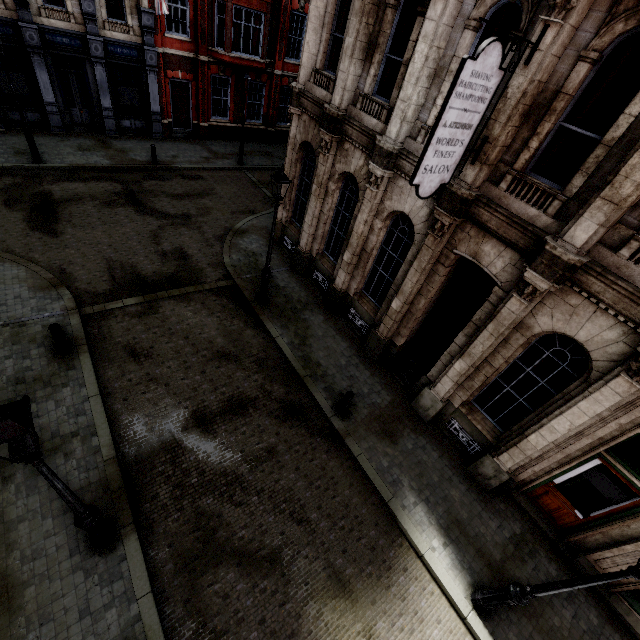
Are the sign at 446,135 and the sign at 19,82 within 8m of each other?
no

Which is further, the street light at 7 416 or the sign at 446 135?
the sign at 446 135

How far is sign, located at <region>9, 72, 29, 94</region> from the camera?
15.4m

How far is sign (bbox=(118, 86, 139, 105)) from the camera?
17.95m

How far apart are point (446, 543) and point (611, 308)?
6.1 meters

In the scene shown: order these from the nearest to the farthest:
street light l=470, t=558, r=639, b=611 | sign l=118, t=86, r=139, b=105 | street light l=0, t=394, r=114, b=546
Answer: street light l=0, t=394, r=114, b=546 < street light l=470, t=558, r=639, b=611 < sign l=118, t=86, r=139, b=105

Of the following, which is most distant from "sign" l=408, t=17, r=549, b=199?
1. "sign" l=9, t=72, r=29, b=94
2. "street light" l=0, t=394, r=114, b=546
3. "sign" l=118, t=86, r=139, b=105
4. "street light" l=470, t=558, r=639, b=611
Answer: "sign" l=9, t=72, r=29, b=94

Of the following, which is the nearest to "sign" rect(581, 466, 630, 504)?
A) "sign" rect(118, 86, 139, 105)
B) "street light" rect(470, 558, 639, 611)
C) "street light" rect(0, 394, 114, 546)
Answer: "street light" rect(470, 558, 639, 611)
